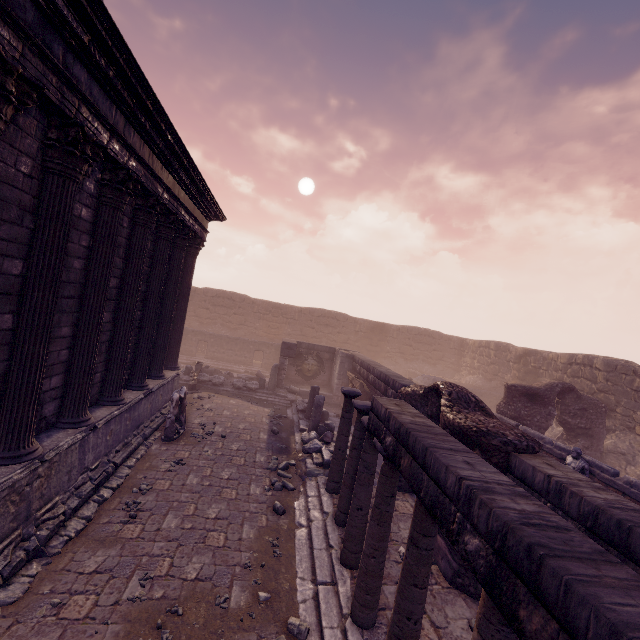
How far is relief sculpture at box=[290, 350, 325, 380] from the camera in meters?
18.5 m

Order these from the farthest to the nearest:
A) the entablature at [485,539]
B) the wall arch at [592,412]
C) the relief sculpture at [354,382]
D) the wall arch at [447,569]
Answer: the relief sculpture at [354,382]
the wall arch at [592,412]
the wall arch at [447,569]
the entablature at [485,539]

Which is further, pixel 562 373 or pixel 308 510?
pixel 562 373

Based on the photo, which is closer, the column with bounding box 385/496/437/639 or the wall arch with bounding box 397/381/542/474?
the column with bounding box 385/496/437/639

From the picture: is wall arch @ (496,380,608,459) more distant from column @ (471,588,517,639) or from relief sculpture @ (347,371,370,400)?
column @ (471,588,517,639)

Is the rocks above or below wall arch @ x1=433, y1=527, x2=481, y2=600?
below

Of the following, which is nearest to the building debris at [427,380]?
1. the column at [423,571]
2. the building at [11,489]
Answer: the building at [11,489]

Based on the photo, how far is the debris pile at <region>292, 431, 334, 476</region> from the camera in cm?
908
